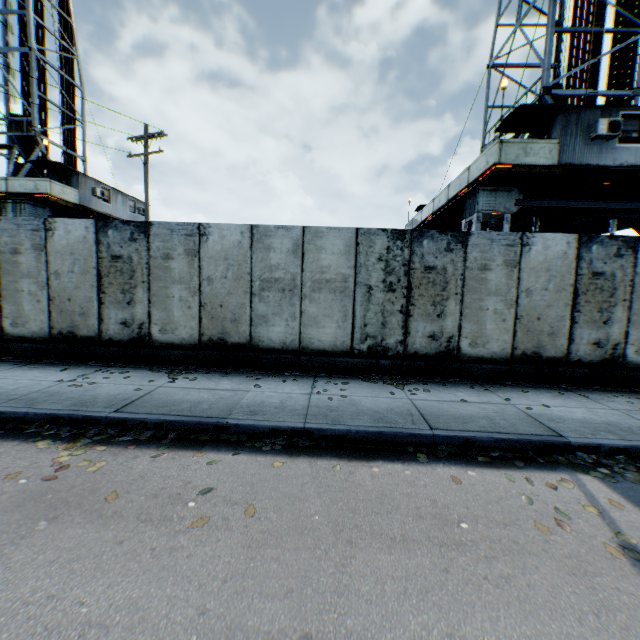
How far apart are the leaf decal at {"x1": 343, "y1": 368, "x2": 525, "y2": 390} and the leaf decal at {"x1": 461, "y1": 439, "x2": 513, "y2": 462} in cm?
189

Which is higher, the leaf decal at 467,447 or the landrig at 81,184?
the landrig at 81,184

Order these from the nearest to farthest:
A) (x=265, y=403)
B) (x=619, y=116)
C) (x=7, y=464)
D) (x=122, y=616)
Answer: (x=122, y=616), (x=7, y=464), (x=265, y=403), (x=619, y=116)

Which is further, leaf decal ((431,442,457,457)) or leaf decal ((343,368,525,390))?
leaf decal ((343,368,525,390))

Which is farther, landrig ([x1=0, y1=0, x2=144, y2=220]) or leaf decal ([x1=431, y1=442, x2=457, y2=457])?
landrig ([x1=0, y1=0, x2=144, y2=220])

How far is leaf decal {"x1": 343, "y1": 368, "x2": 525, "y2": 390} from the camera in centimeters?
707cm

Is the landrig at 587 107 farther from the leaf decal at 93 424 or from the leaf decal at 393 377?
the leaf decal at 93 424

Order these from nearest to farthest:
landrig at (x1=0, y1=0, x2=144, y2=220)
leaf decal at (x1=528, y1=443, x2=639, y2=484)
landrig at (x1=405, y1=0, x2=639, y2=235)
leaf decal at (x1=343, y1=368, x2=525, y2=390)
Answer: leaf decal at (x1=528, y1=443, x2=639, y2=484), leaf decal at (x1=343, y1=368, x2=525, y2=390), landrig at (x1=405, y1=0, x2=639, y2=235), landrig at (x1=0, y1=0, x2=144, y2=220)
